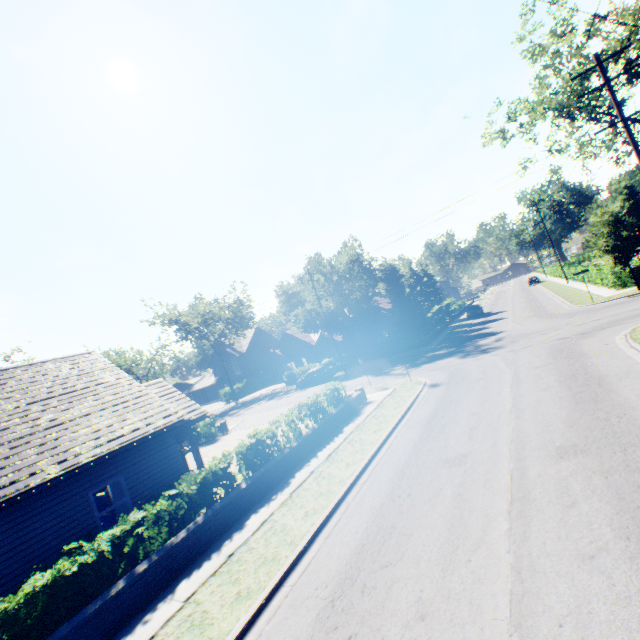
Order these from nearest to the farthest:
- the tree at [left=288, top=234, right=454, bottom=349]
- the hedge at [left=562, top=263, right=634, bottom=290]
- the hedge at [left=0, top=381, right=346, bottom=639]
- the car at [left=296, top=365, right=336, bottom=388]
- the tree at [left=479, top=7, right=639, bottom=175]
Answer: the hedge at [left=0, top=381, right=346, bottom=639] < the tree at [left=479, top=7, right=639, bottom=175] < the hedge at [left=562, top=263, right=634, bottom=290] < the car at [left=296, top=365, right=336, bottom=388] < the tree at [left=288, top=234, right=454, bottom=349]

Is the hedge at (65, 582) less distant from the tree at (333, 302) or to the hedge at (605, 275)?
the tree at (333, 302)

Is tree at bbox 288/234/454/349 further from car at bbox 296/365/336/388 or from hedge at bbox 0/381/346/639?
hedge at bbox 0/381/346/639

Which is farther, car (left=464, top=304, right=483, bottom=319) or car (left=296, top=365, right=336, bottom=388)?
car (left=464, top=304, right=483, bottom=319)

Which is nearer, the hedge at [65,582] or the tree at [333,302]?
the hedge at [65,582]

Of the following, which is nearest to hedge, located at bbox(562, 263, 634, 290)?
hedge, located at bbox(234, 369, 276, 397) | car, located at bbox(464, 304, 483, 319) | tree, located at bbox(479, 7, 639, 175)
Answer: tree, located at bbox(479, 7, 639, 175)

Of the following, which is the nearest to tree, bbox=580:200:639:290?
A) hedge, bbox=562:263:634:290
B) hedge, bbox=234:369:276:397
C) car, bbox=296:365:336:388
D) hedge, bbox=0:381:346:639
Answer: hedge, bbox=234:369:276:397

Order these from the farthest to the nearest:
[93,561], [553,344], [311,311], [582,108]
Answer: [311,311] → [582,108] → [553,344] → [93,561]
